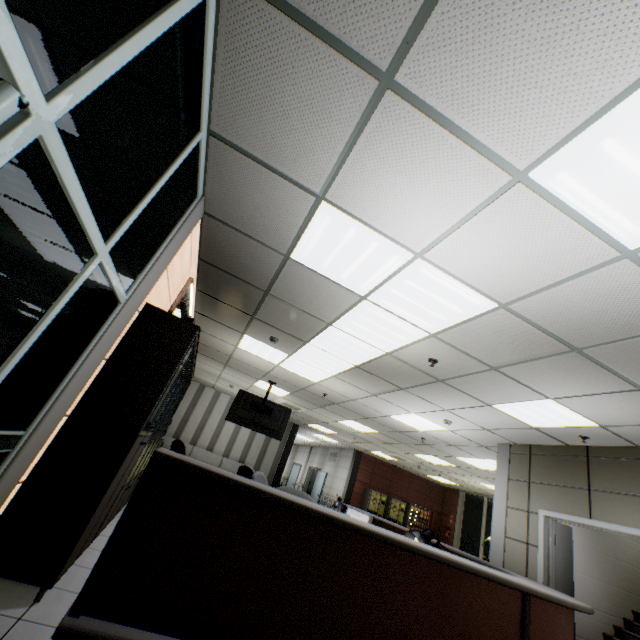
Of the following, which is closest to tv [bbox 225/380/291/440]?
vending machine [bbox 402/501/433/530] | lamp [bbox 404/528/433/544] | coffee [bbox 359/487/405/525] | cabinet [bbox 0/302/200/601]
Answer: cabinet [bbox 0/302/200/601]

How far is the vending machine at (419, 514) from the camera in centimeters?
1365cm

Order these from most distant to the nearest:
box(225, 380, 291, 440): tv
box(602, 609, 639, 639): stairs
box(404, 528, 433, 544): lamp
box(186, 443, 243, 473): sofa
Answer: box(186, 443, 243, 473): sofa → box(225, 380, 291, 440): tv → box(602, 609, 639, 639): stairs → box(404, 528, 433, 544): lamp

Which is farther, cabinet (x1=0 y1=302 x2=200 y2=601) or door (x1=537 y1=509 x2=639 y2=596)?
door (x1=537 y1=509 x2=639 y2=596)

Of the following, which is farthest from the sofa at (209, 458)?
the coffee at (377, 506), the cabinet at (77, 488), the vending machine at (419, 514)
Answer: the cabinet at (77, 488)

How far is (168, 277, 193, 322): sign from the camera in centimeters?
414cm

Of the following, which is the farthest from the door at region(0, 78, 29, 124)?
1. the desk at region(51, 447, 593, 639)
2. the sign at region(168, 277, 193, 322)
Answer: the sign at region(168, 277, 193, 322)

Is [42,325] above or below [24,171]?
below
